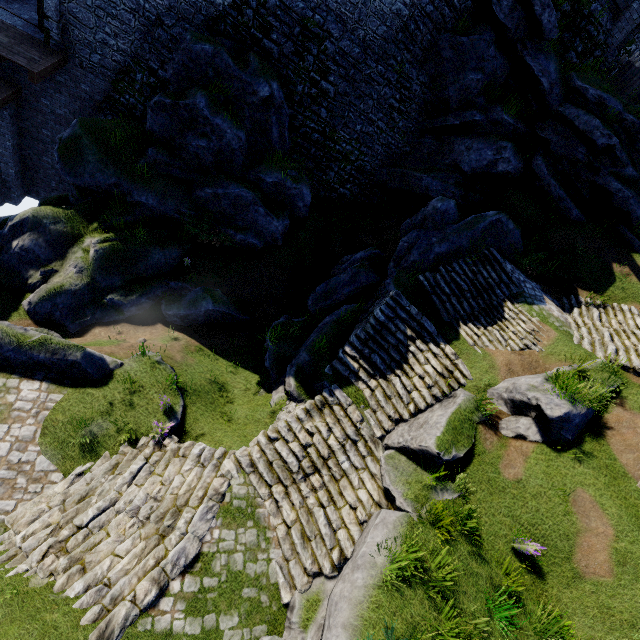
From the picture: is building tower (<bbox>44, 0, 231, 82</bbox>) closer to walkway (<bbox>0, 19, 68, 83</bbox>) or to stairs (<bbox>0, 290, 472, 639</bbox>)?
walkway (<bbox>0, 19, 68, 83</bbox>)

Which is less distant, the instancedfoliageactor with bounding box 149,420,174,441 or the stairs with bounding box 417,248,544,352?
the instancedfoliageactor with bounding box 149,420,174,441

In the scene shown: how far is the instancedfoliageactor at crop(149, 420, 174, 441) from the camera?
9.2 meters

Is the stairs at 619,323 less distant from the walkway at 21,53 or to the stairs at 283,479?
the stairs at 283,479

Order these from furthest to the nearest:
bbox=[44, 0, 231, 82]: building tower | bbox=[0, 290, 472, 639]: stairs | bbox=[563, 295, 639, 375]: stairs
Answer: bbox=[44, 0, 231, 82]: building tower, bbox=[563, 295, 639, 375]: stairs, bbox=[0, 290, 472, 639]: stairs

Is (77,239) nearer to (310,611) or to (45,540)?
(45,540)

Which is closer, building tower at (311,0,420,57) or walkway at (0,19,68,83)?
walkway at (0,19,68,83)

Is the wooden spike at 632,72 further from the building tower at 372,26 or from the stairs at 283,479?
the stairs at 283,479
